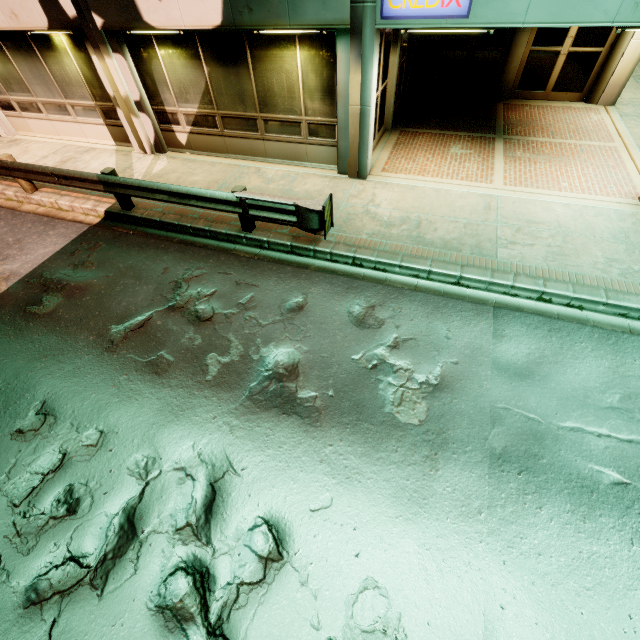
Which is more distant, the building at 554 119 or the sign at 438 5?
the building at 554 119

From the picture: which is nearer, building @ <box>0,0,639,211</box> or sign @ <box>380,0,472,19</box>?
sign @ <box>380,0,472,19</box>

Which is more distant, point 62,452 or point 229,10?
point 229,10
